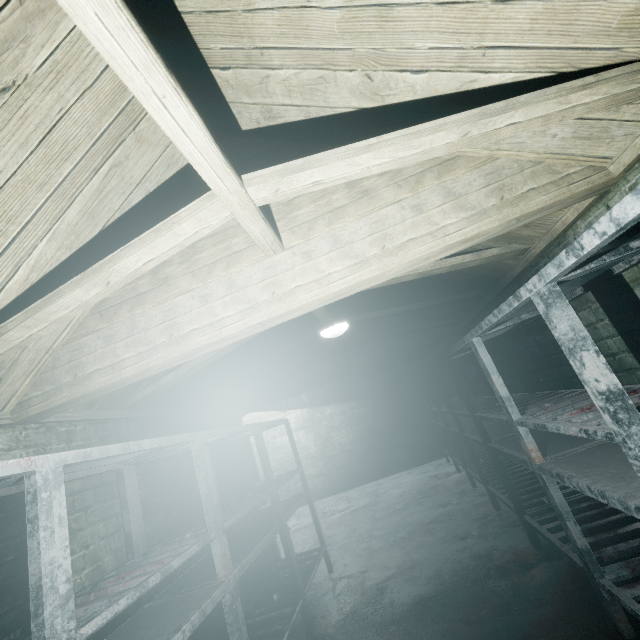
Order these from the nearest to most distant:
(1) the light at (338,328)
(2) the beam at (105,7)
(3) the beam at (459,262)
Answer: (2) the beam at (105,7) < (3) the beam at (459,262) < (1) the light at (338,328)

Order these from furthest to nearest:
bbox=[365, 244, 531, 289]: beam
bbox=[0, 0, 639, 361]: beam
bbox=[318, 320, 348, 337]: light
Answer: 1. bbox=[318, 320, 348, 337]: light
2. bbox=[365, 244, 531, 289]: beam
3. bbox=[0, 0, 639, 361]: beam

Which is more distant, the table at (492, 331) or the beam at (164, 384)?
the beam at (164, 384)

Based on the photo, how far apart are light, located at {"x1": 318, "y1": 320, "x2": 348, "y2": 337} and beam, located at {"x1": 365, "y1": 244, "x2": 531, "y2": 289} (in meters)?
0.07

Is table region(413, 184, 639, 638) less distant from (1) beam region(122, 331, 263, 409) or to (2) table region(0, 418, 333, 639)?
(1) beam region(122, 331, 263, 409)

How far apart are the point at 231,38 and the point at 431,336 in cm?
394

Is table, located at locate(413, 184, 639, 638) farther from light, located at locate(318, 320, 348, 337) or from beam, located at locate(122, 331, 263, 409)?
light, located at locate(318, 320, 348, 337)
